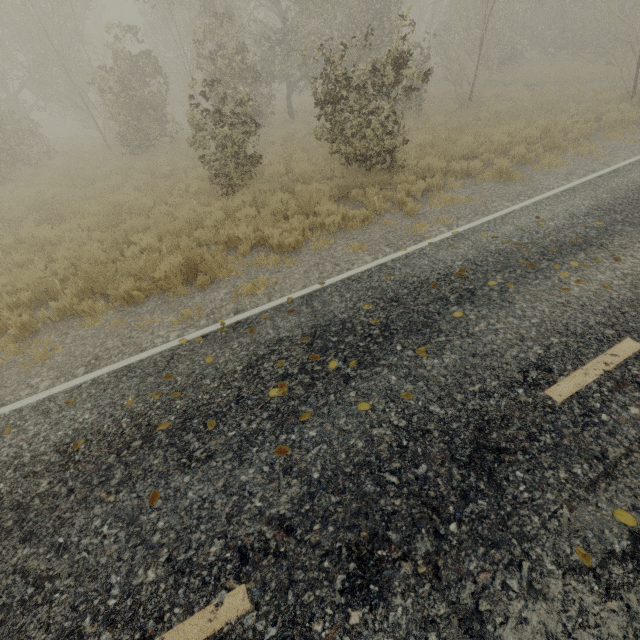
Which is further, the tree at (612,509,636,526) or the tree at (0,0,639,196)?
the tree at (0,0,639,196)

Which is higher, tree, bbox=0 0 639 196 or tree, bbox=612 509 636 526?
tree, bbox=0 0 639 196

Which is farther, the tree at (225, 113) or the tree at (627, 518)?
the tree at (225, 113)

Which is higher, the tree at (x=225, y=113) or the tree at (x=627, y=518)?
the tree at (x=225, y=113)

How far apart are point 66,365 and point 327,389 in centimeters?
448cm
